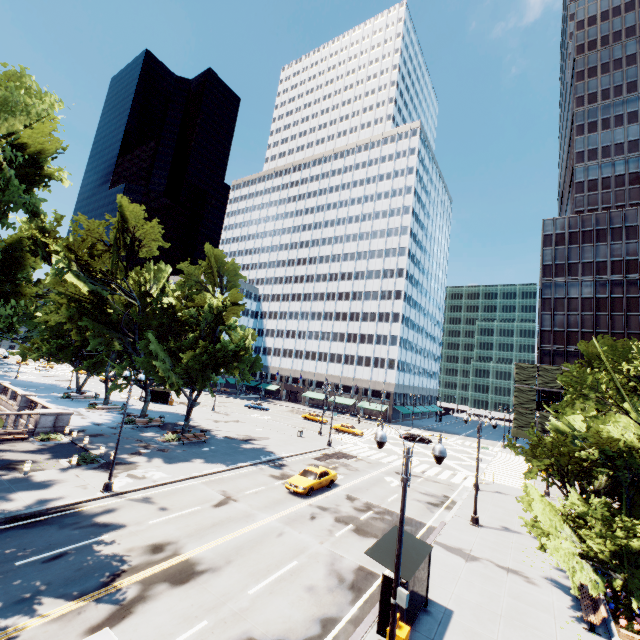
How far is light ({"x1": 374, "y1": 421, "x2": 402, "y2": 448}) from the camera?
10.45m

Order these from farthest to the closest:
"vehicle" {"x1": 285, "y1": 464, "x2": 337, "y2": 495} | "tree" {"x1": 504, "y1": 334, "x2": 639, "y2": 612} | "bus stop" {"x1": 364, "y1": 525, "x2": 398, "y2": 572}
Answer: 1. "vehicle" {"x1": 285, "y1": 464, "x2": 337, "y2": 495}
2. "tree" {"x1": 504, "y1": 334, "x2": 639, "y2": 612}
3. "bus stop" {"x1": 364, "y1": 525, "x2": 398, "y2": 572}

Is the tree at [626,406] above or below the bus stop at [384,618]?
above

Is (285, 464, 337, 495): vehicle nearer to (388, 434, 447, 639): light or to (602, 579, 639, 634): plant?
(388, 434, 447, 639): light

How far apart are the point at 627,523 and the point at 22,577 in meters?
23.6 m

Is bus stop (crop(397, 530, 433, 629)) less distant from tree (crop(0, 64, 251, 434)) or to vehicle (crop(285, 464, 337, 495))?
tree (crop(0, 64, 251, 434))

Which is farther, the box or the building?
the building

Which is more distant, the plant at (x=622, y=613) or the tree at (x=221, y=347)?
the tree at (x=221, y=347)
